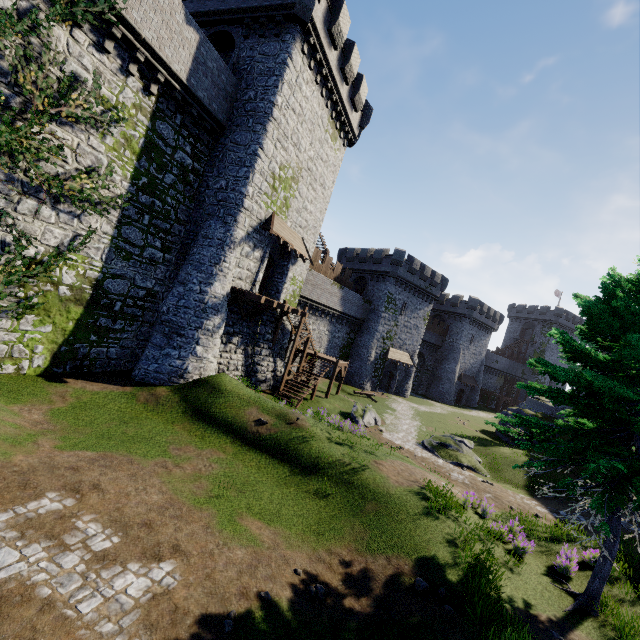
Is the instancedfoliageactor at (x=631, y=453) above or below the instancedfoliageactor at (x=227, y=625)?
above

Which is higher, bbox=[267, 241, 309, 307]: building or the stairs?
bbox=[267, 241, 309, 307]: building

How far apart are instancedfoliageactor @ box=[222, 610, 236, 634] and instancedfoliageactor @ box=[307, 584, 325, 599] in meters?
1.8 m

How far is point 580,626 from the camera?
7.92m

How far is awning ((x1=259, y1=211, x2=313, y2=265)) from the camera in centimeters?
1825cm

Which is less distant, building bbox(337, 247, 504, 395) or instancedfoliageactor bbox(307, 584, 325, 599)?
instancedfoliageactor bbox(307, 584, 325, 599)

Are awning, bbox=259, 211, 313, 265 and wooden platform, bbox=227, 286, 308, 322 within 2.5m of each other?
no

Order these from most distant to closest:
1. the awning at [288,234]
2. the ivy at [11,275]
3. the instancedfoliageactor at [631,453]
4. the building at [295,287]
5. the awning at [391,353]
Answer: the awning at [391,353]
the building at [295,287]
the awning at [288,234]
the ivy at [11,275]
the instancedfoliageactor at [631,453]
